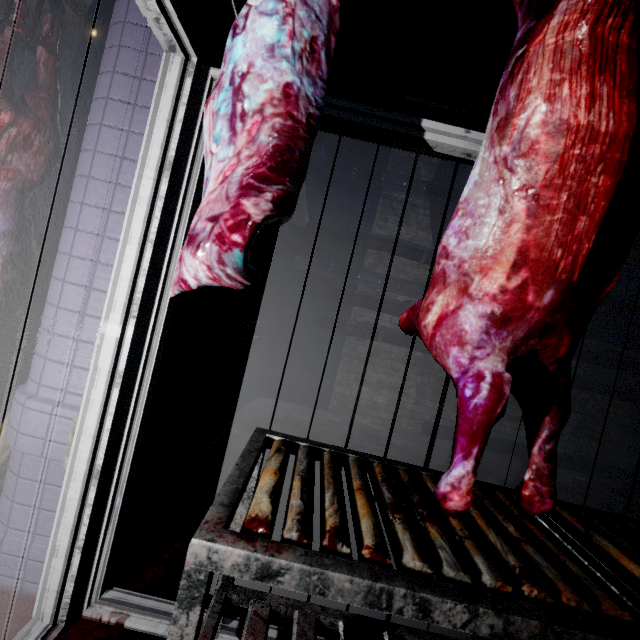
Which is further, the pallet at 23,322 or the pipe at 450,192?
the pipe at 450,192

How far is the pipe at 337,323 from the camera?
4.11m

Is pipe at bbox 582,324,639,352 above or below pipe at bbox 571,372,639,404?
above

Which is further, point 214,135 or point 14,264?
point 14,264

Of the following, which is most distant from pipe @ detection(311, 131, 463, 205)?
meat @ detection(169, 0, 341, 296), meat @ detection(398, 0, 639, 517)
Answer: meat @ detection(398, 0, 639, 517)

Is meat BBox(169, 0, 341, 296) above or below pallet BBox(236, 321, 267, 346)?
above

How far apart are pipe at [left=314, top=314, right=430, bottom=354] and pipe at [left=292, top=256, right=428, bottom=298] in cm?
11

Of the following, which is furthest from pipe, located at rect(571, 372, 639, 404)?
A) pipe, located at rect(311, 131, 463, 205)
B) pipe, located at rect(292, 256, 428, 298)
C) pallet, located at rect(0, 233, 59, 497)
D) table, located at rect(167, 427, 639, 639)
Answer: table, located at rect(167, 427, 639, 639)
